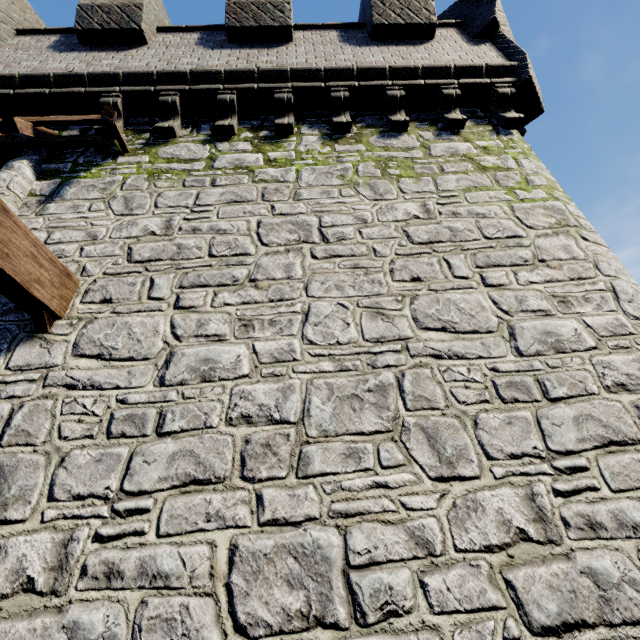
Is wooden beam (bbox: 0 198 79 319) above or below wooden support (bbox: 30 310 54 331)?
above

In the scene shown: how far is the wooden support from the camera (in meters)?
3.28

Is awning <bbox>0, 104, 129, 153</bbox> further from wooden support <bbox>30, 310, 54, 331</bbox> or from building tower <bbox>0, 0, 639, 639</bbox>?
wooden support <bbox>30, 310, 54, 331</bbox>

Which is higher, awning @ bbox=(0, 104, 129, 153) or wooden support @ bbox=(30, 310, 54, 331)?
awning @ bbox=(0, 104, 129, 153)

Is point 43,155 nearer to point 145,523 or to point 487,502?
point 145,523

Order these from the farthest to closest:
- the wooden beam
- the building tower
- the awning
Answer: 1. the awning
2. the wooden beam
3. the building tower

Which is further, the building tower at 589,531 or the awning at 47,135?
the awning at 47,135

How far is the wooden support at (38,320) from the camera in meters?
3.3 m
